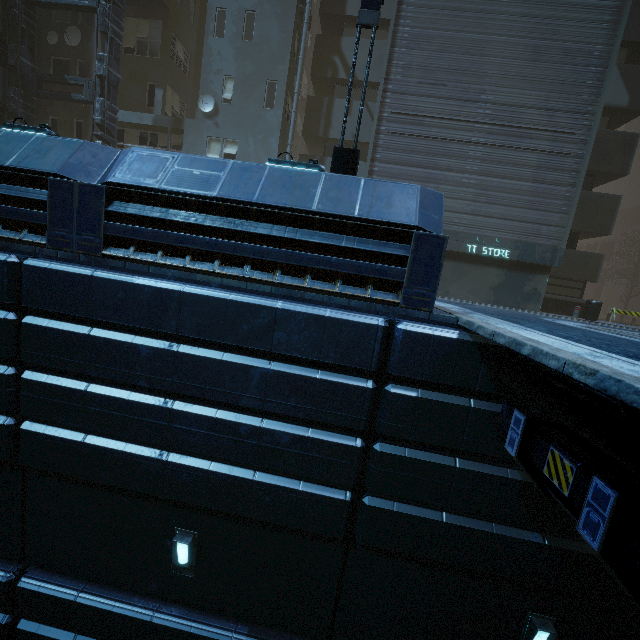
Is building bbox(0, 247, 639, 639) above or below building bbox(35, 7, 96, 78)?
below

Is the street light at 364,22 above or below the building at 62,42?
below

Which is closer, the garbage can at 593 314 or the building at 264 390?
the building at 264 390

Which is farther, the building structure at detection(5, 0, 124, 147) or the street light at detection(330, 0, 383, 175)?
the building structure at detection(5, 0, 124, 147)

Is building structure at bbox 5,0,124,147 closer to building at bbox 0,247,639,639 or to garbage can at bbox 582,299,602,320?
building at bbox 0,247,639,639

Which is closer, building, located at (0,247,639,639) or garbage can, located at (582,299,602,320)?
building, located at (0,247,639,639)

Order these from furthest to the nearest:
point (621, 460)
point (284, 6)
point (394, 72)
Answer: point (284, 6)
point (394, 72)
point (621, 460)

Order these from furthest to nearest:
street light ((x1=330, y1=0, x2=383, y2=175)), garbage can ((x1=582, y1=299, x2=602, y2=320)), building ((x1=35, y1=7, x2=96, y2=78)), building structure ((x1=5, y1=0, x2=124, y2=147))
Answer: building ((x1=35, y1=7, x2=96, y2=78)) → building structure ((x1=5, y1=0, x2=124, y2=147)) → garbage can ((x1=582, y1=299, x2=602, y2=320)) → street light ((x1=330, y1=0, x2=383, y2=175))
